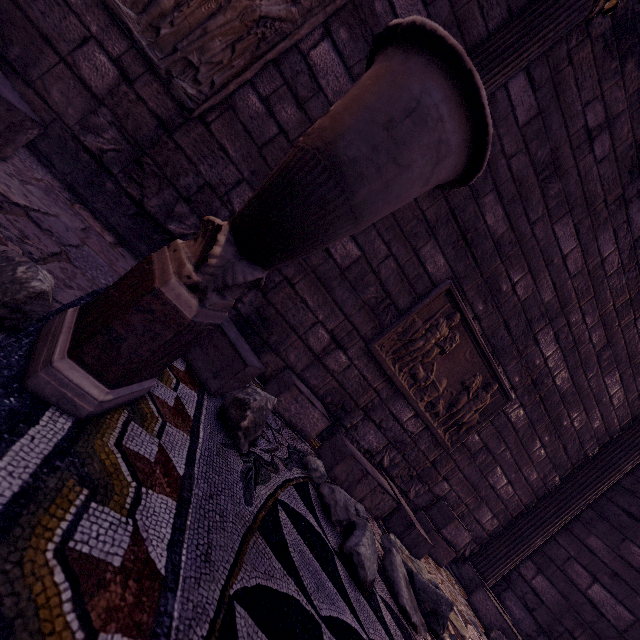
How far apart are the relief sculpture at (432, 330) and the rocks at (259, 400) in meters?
1.6

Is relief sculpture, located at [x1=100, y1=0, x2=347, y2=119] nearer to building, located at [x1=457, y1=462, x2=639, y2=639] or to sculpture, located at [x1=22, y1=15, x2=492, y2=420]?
building, located at [x1=457, y1=462, x2=639, y2=639]

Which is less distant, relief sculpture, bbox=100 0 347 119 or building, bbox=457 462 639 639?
relief sculpture, bbox=100 0 347 119

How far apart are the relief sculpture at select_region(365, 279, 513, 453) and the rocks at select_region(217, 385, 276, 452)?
1.63m

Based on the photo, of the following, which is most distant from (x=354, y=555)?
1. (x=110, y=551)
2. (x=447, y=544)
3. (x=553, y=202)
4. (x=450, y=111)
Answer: (x=553, y=202)

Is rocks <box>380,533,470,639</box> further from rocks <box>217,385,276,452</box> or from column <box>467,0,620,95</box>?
column <box>467,0,620,95</box>

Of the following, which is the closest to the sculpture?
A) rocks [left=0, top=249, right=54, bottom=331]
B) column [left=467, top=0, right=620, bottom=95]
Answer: rocks [left=0, top=249, right=54, bottom=331]

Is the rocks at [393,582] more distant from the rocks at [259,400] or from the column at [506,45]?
the column at [506,45]
